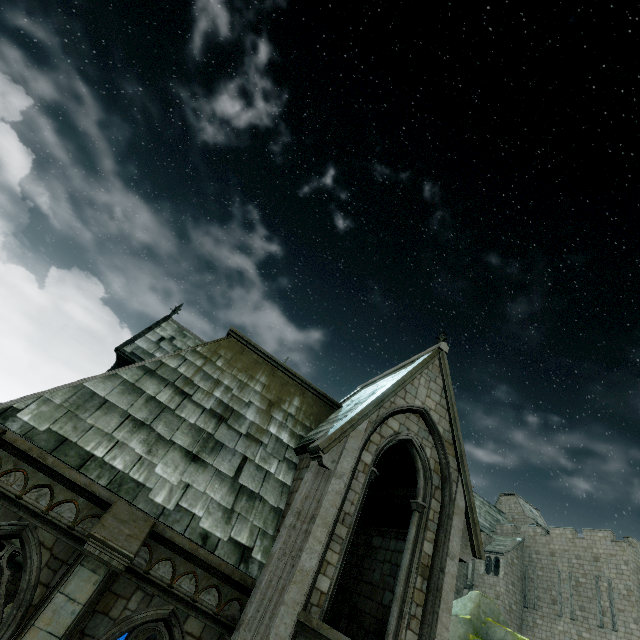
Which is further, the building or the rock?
the rock

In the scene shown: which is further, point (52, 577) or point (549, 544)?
point (549, 544)

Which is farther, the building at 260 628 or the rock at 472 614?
the rock at 472 614
